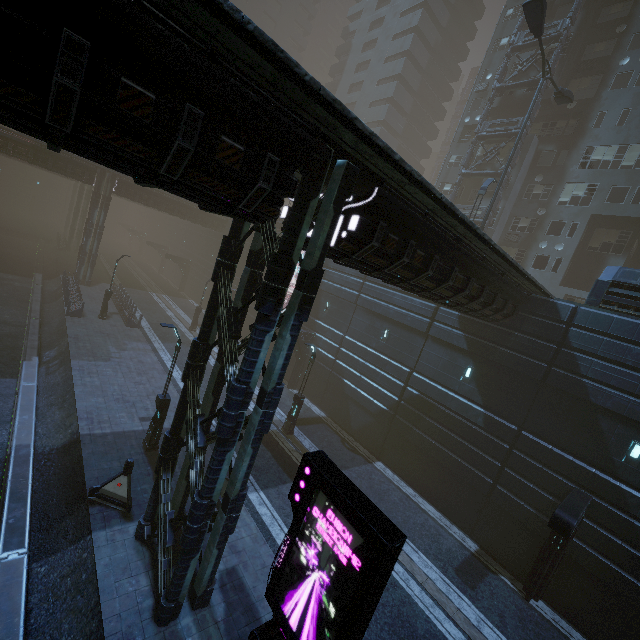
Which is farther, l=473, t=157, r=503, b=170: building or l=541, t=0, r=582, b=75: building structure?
l=473, t=157, r=503, b=170: building

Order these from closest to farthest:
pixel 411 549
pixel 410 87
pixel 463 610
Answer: pixel 463 610, pixel 411 549, pixel 410 87

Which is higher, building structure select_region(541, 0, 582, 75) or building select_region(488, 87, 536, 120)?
building structure select_region(541, 0, 582, 75)

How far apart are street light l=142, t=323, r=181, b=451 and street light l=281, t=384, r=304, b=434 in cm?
671

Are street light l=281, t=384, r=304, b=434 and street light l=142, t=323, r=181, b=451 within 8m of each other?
yes

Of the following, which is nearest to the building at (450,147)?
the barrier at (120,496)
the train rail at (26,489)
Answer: the train rail at (26,489)

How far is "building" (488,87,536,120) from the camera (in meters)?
28.90

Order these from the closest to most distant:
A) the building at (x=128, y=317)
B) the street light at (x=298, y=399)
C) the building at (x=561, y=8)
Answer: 1. the street light at (x=298, y=399)
2. the building at (x=128, y=317)
3. the building at (x=561, y=8)
